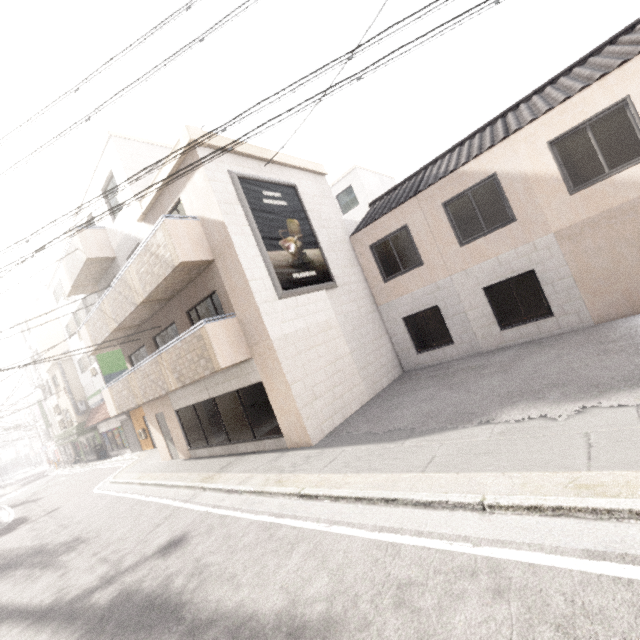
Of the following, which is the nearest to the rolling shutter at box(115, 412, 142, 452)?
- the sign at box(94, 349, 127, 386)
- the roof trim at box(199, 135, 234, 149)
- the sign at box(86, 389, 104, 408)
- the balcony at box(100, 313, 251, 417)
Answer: the sign at box(86, 389, 104, 408)

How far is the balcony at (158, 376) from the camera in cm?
844

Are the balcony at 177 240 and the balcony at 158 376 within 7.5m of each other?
yes

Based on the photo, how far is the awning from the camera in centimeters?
2519cm

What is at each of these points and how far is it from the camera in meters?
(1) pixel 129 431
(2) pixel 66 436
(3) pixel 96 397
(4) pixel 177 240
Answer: (1) rolling shutter, 21.6 m
(2) awning, 27.8 m
(3) sign, 24.6 m
(4) balcony, 8.5 m

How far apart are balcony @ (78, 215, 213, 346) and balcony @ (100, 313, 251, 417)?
1.58m

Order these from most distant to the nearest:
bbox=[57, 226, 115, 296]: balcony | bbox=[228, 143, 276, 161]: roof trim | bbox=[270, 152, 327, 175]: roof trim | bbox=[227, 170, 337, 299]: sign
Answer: bbox=[57, 226, 115, 296]: balcony, bbox=[270, 152, 327, 175]: roof trim, bbox=[228, 143, 276, 161]: roof trim, bbox=[227, 170, 337, 299]: sign

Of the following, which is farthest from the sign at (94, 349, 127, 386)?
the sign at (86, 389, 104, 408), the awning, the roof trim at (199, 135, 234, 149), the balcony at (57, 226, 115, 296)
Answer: the roof trim at (199, 135, 234, 149)
